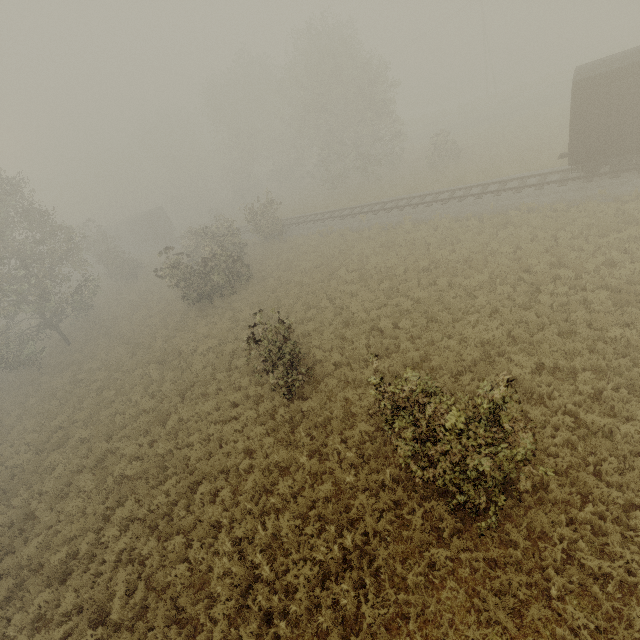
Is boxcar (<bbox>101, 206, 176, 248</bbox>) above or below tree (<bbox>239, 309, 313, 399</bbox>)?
above

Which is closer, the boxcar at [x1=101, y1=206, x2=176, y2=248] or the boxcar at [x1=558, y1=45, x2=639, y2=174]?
the boxcar at [x1=558, y1=45, x2=639, y2=174]

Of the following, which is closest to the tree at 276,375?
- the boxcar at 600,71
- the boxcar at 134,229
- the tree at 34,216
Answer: the boxcar at 600,71

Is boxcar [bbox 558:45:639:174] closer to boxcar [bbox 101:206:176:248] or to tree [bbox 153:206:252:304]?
tree [bbox 153:206:252:304]

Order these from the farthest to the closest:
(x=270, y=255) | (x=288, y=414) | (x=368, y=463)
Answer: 1. (x=270, y=255)
2. (x=288, y=414)
3. (x=368, y=463)

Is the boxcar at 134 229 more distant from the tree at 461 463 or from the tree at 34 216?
the tree at 34 216

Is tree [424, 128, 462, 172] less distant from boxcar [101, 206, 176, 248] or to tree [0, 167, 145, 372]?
tree [0, 167, 145, 372]
